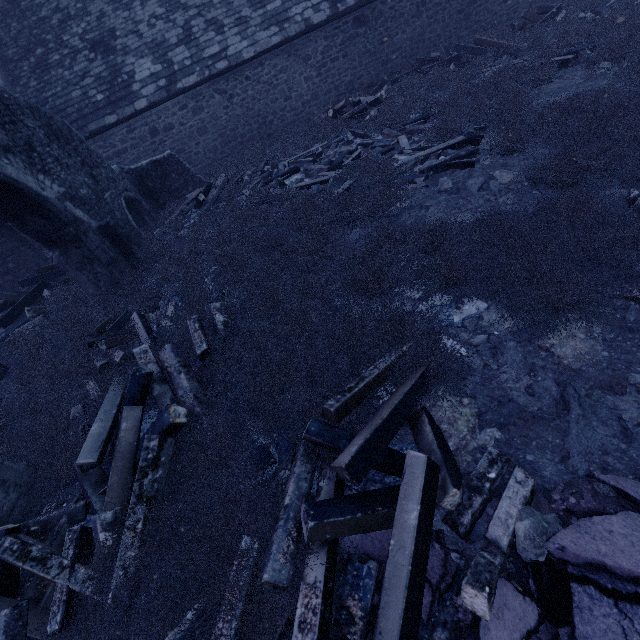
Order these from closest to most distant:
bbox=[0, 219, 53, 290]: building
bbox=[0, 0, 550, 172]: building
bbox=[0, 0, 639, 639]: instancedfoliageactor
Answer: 1. bbox=[0, 0, 639, 639]: instancedfoliageactor
2. bbox=[0, 219, 53, 290]: building
3. bbox=[0, 0, 550, 172]: building

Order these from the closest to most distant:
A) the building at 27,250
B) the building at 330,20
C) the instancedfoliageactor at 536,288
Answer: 1. the instancedfoliageactor at 536,288
2. the building at 27,250
3. the building at 330,20

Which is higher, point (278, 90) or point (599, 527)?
point (278, 90)

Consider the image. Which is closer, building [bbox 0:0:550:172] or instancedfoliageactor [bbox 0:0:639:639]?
instancedfoliageactor [bbox 0:0:639:639]

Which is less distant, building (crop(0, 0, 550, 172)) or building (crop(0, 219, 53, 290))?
building (crop(0, 219, 53, 290))

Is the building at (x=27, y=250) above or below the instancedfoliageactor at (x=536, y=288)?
above

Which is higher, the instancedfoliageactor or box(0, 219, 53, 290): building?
box(0, 219, 53, 290): building
